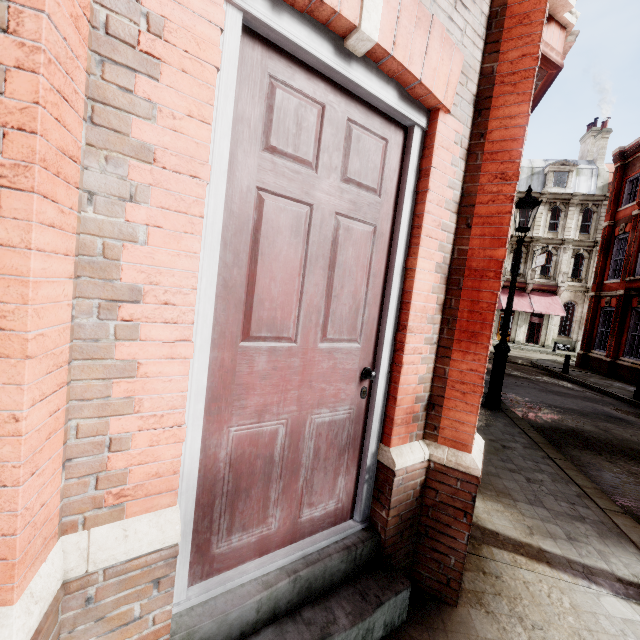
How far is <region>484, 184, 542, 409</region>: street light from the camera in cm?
680

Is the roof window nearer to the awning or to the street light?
the awning

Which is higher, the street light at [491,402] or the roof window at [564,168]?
the roof window at [564,168]

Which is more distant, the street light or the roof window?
the roof window

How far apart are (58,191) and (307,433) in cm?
155

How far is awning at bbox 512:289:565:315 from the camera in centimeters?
2752cm

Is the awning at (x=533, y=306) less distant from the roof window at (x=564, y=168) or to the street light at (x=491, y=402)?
the roof window at (x=564, y=168)

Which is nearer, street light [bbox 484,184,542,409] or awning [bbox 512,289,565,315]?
street light [bbox 484,184,542,409]
